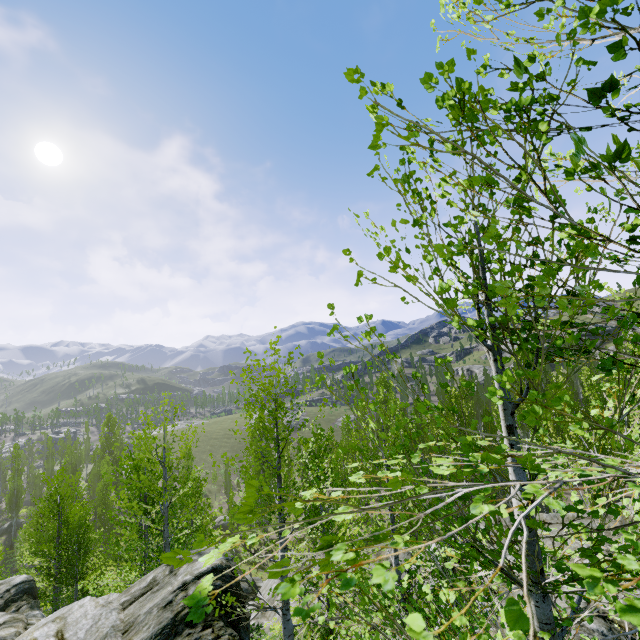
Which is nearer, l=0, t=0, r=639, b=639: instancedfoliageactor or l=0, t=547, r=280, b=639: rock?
l=0, t=0, r=639, b=639: instancedfoliageactor

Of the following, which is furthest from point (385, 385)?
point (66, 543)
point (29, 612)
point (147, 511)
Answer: point (29, 612)

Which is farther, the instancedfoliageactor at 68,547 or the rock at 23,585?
the rock at 23,585
